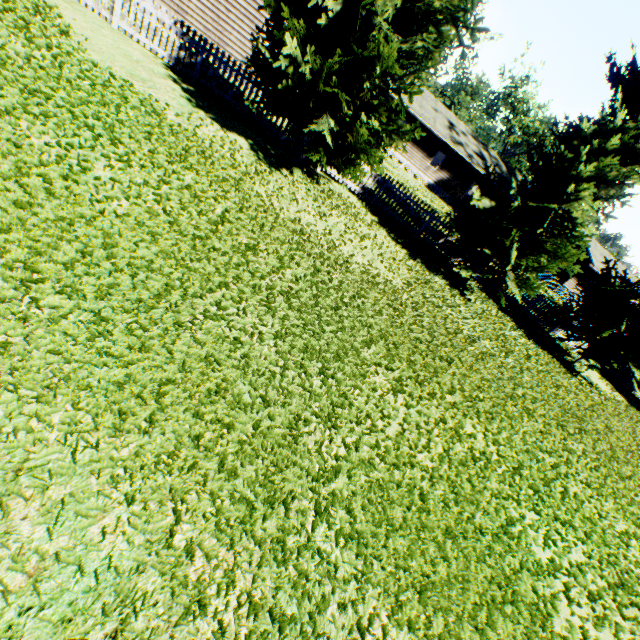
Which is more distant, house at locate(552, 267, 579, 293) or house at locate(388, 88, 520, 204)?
house at locate(552, 267, 579, 293)

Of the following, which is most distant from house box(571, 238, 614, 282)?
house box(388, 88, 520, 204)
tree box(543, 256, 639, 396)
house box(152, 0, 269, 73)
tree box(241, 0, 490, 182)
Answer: house box(152, 0, 269, 73)

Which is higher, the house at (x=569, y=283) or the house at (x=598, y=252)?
the house at (x=598, y=252)

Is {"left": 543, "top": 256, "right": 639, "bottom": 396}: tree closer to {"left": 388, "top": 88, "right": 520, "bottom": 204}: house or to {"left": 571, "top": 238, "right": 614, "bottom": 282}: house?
{"left": 388, "top": 88, "right": 520, "bottom": 204}: house

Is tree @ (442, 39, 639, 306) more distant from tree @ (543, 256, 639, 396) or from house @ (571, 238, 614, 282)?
house @ (571, 238, 614, 282)

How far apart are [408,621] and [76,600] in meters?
2.6

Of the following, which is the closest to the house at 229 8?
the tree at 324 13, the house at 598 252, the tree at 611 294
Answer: the tree at 324 13
